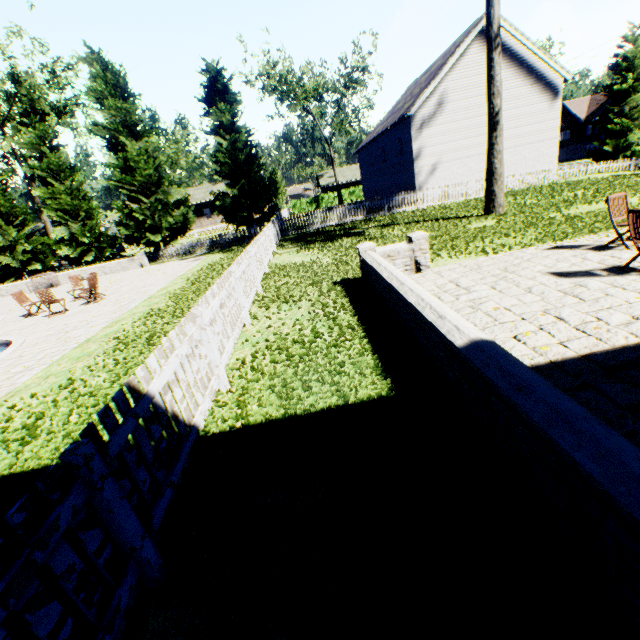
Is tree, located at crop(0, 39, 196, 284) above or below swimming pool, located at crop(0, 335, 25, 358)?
above

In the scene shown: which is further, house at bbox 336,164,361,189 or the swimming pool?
house at bbox 336,164,361,189

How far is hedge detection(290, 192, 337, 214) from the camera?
45.7 meters

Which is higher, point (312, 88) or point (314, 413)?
point (312, 88)

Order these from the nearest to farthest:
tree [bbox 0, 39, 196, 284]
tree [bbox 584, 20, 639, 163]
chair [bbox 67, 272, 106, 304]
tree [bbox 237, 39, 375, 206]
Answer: chair [bbox 67, 272, 106, 304] < tree [bbox 0, 39, 196, 284] < tree [bbox 584, 20, 639, 163] < tree [bbox 237, 39, 375, 206]

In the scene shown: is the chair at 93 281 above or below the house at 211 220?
below

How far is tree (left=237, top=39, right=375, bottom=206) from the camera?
35.7m

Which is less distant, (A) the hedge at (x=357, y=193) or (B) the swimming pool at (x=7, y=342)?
(B) the swimming pool at (x=7, y=342)
